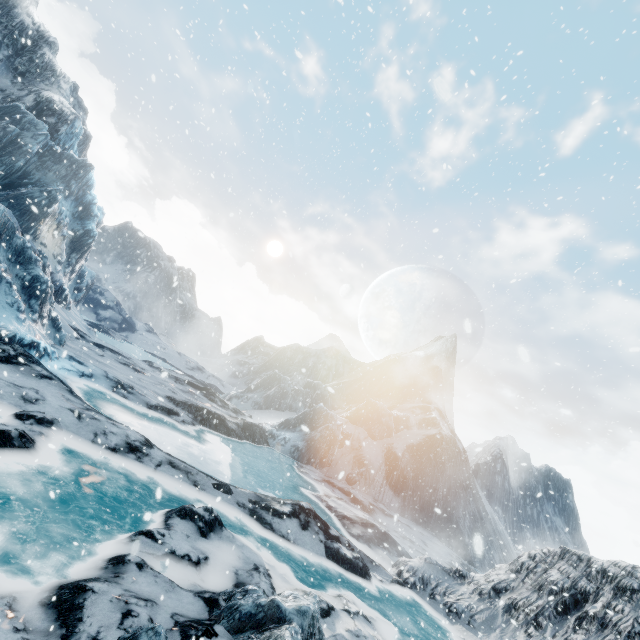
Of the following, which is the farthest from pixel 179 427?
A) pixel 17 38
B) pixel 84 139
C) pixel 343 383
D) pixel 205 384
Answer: pixel 84 139
